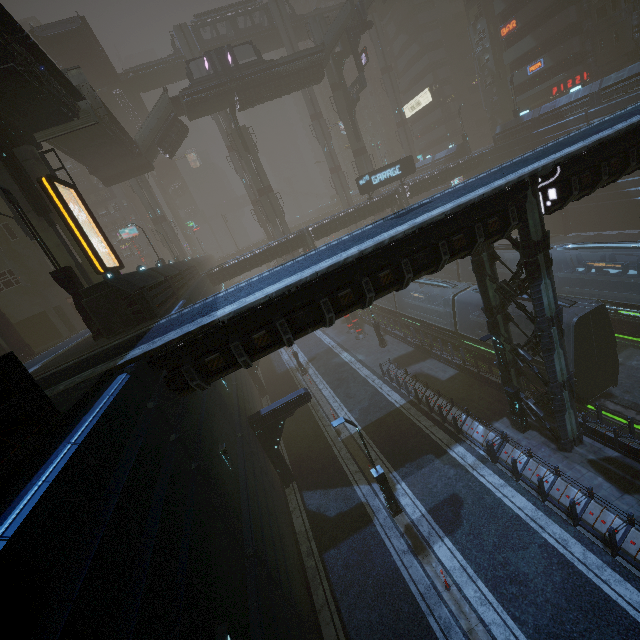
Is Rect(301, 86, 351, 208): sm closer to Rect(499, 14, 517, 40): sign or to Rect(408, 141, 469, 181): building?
Rect(408, 141, 469, 181): building

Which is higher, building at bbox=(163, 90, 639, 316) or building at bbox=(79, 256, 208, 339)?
building at bbox=(79, 256, 208, 339)

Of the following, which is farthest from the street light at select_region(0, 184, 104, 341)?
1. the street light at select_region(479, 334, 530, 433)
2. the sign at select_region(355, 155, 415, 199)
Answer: the sign at select_region(355, 155, 415, 199)

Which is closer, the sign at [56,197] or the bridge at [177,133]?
the sign at [56,197]

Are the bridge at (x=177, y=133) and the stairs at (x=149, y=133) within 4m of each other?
yes

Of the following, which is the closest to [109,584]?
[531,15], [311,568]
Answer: [311,568]

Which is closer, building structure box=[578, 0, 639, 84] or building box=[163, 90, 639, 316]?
building box=[163, 90, 639, 316]

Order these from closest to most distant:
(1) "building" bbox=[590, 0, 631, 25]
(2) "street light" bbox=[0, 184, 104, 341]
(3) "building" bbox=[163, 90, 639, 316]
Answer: (2) "street light" bbox=[0, 184, 104, 341]
(3) "building" bbox=[163, 90, 639, 316]
(1) "building" bbox=[590, 0, 631, 25]
